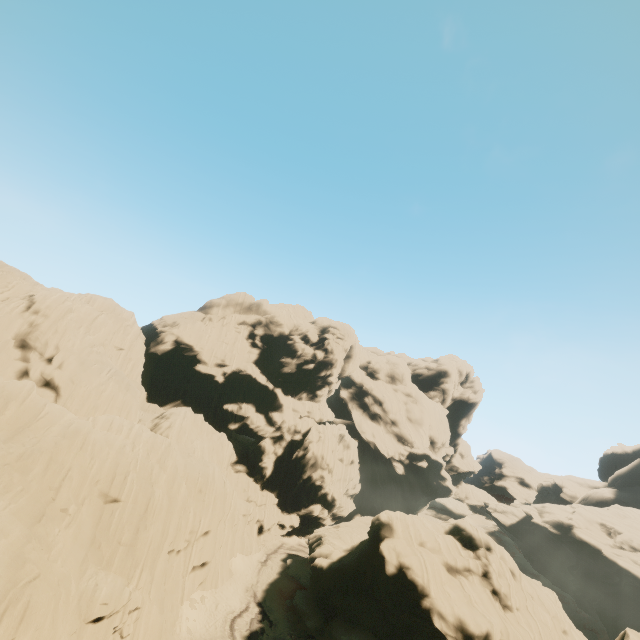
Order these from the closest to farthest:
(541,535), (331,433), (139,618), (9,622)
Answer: (9,622), (139,618), (541,535), (331,433)
